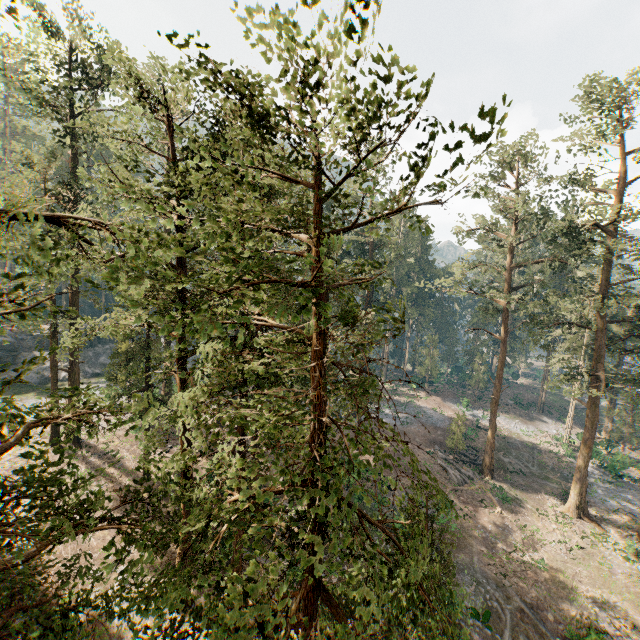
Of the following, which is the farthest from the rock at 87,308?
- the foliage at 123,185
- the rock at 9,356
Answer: the rock at 9,356

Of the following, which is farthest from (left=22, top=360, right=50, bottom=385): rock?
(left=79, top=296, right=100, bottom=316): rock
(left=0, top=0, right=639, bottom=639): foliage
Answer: (left=0, top=0, right=639, bottom=639): foliage

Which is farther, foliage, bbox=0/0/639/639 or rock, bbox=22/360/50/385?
rock, bbox=22/360/50/385

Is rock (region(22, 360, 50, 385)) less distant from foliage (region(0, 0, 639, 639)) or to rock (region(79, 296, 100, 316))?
rock (region(79, 296, 100, 316))

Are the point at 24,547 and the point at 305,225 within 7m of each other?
yes

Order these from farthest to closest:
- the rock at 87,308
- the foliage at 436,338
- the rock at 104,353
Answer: the rock at 87,308
the foliage at 436,338
the rock at 104,353
